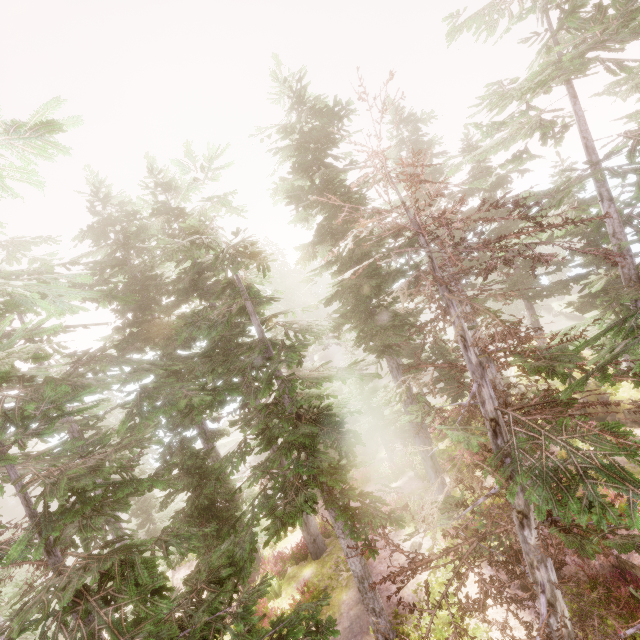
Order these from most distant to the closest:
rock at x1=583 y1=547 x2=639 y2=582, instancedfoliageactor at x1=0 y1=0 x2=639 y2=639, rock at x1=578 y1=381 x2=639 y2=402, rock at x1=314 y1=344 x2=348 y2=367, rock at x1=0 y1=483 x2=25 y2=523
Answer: rock at x1=314 y1=344 x2=348 y2=367 → rock at x1=0 y1=483 x2=25 y2=523 → rock at x1=578 y1=381 x2=639 y2=402 → rock at x1=583 y1=547 x2=639 y2=582 → instancedfoliageactor at x1=0 y1=0 x2=639 y2=639

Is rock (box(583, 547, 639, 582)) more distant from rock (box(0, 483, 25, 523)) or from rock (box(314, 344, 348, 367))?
rock (box(0, 483, 25, 523))

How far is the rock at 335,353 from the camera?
52.19m

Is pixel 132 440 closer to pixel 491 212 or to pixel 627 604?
pixel 627 604

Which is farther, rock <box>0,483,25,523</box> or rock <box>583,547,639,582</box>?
rock <box>0,483,25,523</box>

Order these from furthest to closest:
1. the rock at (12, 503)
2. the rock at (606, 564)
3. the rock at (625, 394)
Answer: the rock at (12, 503) → the rock at (625, 394) → the rock at (606, 564)

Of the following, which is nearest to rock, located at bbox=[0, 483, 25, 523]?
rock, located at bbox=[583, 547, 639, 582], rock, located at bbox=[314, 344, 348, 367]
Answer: rock, located at bbox=[314, 344, 348, 367]

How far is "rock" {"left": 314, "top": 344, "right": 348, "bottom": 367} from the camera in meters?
52.2
